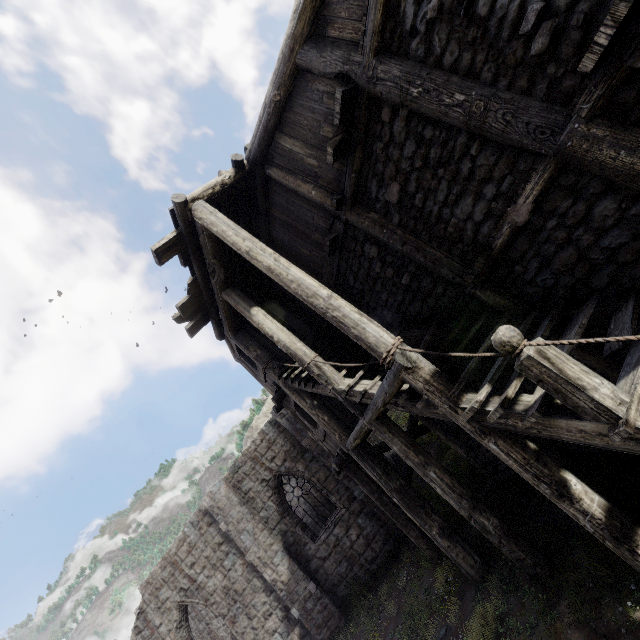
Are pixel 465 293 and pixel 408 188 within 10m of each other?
yes
